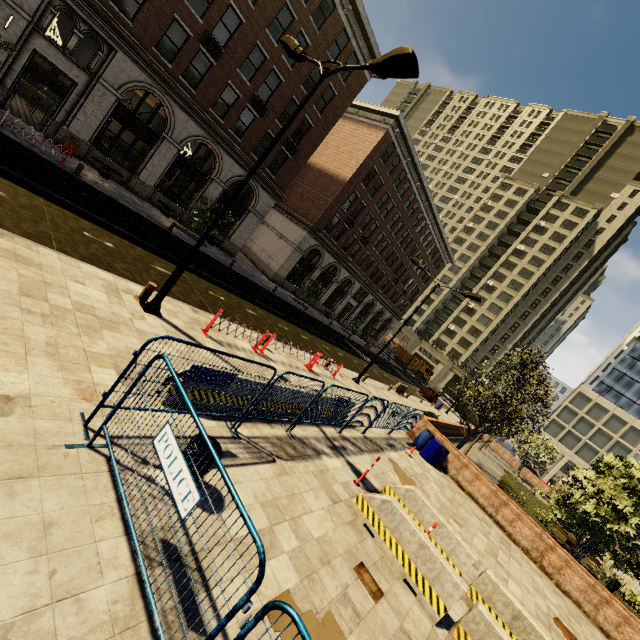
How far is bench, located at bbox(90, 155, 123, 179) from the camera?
18.6m

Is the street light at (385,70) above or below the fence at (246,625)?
above

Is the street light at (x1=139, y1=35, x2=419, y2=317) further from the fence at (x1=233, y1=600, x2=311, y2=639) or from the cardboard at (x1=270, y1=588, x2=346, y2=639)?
the cardboard at (x1=270, y1=588, x2=346, y2=639)

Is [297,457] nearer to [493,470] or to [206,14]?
[206,14]

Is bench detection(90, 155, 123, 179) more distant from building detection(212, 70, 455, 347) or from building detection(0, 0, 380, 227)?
building detection(212, 70, 455, 347)

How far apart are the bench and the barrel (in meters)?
22.59

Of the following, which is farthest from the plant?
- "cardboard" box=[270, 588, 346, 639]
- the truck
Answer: the truck

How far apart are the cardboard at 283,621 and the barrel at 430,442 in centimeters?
1164cm
